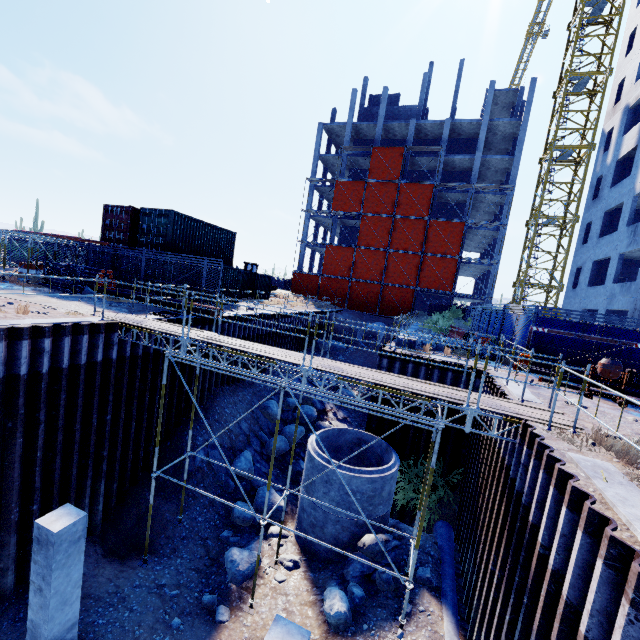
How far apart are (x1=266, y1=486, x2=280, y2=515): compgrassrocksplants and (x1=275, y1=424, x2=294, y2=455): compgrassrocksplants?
2.7m

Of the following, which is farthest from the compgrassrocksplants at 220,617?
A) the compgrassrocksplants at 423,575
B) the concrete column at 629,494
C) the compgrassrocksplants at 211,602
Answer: the concrete column at 629,494

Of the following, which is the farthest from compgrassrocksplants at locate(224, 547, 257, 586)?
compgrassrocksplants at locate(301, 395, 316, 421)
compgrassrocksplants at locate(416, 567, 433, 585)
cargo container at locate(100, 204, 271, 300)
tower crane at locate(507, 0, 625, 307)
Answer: tower crane at locate(507, 0, 625, 307)

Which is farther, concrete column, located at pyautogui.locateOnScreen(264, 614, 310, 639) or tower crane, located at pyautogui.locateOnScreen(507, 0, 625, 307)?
tower crane, located at pyautogui.locateOnScreen(507, 0, 625, 307)

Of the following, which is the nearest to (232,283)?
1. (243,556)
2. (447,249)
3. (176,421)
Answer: (176,421)

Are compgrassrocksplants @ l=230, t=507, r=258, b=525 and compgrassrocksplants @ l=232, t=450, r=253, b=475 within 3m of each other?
yes

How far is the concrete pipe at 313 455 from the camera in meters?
10.7

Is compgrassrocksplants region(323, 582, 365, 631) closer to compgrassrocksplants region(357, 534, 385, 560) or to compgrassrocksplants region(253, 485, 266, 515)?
compgrassrocksplants region(357, 534, 385, 560)
